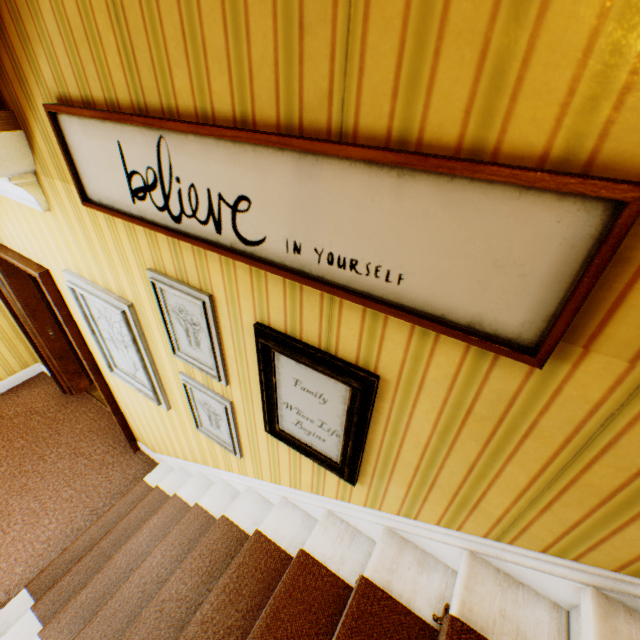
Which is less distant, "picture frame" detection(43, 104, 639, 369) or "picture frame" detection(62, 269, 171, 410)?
"picture frame" detection(43, 104, 639, 369)

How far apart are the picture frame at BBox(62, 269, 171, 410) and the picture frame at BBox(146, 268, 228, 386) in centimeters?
29cm

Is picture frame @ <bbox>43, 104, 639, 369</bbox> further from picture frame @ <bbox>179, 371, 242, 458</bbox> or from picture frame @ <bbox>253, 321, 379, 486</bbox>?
picture frame @ <bbox>179, 371, 242, 458</bbox>

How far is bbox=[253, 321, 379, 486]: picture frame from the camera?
1.2 meters

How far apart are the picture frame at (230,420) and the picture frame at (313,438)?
0.29m

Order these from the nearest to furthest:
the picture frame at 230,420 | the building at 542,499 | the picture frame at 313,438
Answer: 1. the building at 542,499
2. the picture frame at 313,438
3. the picture frame at 230,420

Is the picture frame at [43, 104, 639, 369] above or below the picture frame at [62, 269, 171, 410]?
above

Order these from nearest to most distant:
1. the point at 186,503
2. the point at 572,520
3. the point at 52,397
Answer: the point at 572,520
the point at 186,503
the point at 52,397
